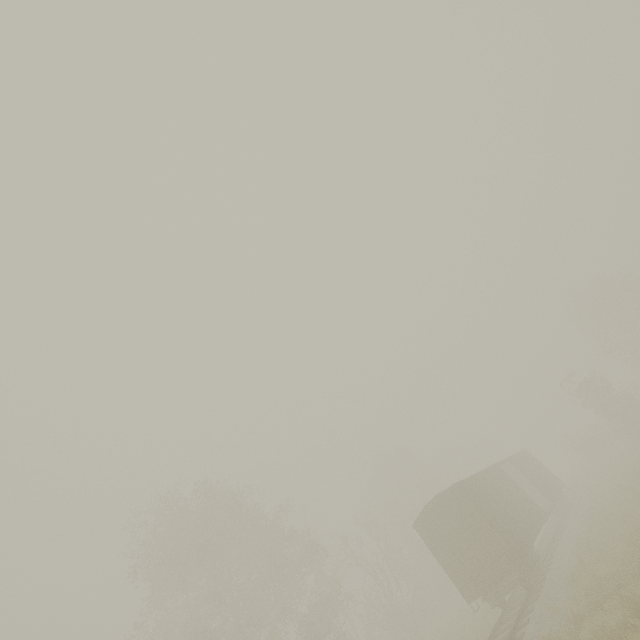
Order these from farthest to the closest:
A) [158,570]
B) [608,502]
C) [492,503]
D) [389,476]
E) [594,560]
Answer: [389,476] < [158,570] < [608,502] < [492,503] < [594,560]

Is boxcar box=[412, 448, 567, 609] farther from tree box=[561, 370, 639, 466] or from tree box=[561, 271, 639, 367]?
tree box=[561, 271, 639, 367]

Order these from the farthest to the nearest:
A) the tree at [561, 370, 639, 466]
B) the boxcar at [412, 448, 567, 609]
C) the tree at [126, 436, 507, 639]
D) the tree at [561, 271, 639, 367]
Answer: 1. the tree at [561, 271, 639, 367]
2. the tree at [561, 370, 639, 466]
3. the tree at [126, 436, 507, 639]
4. the boxcar at [412, 448, 567, 609]

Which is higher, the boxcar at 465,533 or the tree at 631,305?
the tree at 631,305

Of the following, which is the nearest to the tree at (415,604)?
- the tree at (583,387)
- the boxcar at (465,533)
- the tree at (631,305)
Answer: the tree at (583,387)

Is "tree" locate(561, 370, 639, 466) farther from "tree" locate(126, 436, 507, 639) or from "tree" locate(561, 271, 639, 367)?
"tree" locate(561, 271, 639, 367)

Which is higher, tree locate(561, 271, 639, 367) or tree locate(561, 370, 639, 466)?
tree locate(561, 271, 639, 367)
